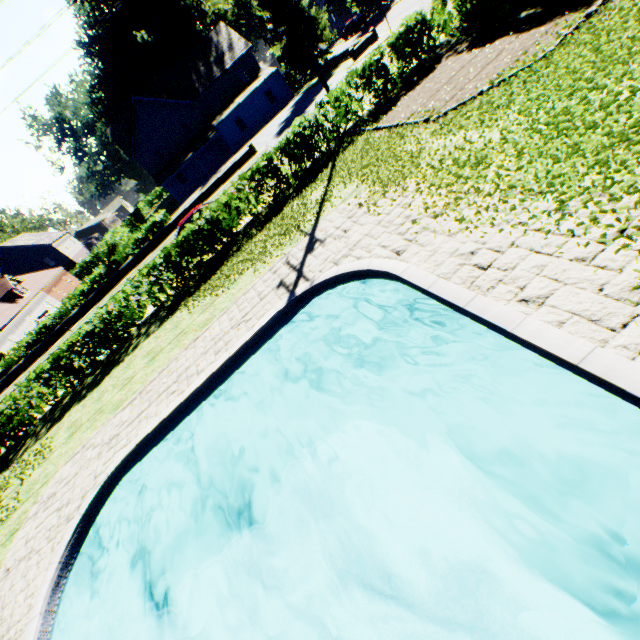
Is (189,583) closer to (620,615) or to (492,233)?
(620,615)

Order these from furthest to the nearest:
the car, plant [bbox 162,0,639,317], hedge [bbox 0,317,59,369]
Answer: the car < hedge [bbox 0,317,59,369] < plant [bbox 162,0,639,317]

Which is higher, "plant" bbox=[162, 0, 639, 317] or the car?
the car

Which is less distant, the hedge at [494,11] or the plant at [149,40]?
the hedge at [494,11]

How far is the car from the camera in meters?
43.3

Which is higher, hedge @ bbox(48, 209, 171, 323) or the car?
hedge @ bbox(48, 209, 171, 323)

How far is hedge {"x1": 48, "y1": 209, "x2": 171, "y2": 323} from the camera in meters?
27.7
